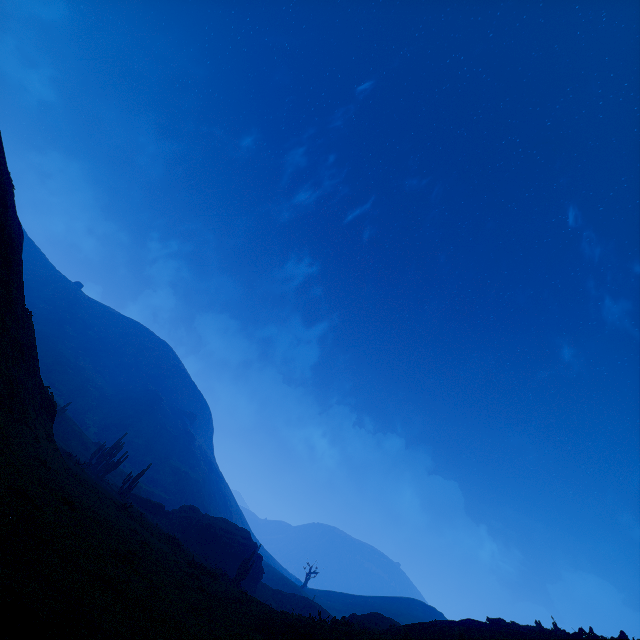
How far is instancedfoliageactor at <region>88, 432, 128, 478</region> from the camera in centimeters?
3738cm

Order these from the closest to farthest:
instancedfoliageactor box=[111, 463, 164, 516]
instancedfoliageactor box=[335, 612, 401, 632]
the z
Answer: the z → instancedfoliageactor box=[335, 612, 401, 632] → instancedfoliageactor box=[111, 463, 164, 516]

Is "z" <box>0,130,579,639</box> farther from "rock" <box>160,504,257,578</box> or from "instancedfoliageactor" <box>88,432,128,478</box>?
"rock" <box>160,504,257,578</box>

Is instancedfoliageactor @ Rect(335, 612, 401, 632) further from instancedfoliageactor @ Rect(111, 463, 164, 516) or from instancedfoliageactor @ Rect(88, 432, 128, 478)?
instancedfoliageactor @ Rect(88, 432, 128, 478)

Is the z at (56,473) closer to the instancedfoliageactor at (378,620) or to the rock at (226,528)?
the instancedfoliageactor at (378,620)

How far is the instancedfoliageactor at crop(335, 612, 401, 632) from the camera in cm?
1112

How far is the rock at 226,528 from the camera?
37.81m

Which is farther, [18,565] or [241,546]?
[241,546]
